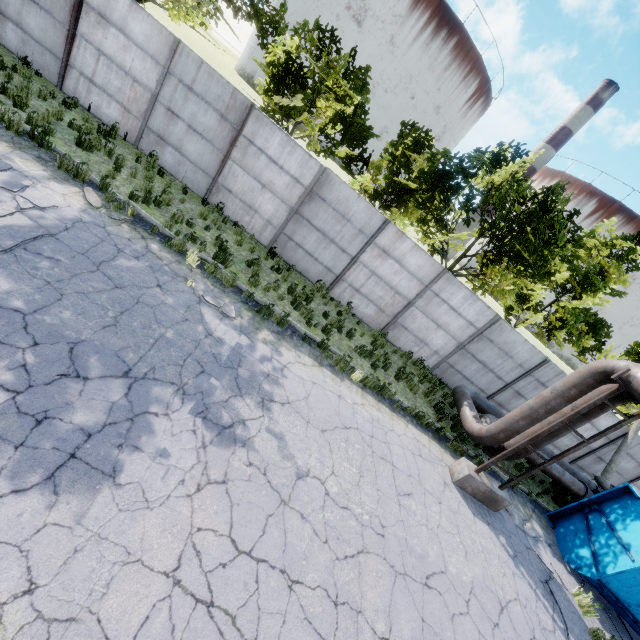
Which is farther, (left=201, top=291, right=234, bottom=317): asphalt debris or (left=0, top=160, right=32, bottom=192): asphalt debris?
(left=201, top=291, right=234, bottom=317): asphalt debris

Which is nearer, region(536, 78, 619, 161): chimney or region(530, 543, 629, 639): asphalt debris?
region(530, 543, 629, 639): asphalt debris

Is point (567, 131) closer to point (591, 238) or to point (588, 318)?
point (591, 238)

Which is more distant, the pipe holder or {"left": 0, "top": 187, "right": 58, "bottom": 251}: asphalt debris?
the pipe holder

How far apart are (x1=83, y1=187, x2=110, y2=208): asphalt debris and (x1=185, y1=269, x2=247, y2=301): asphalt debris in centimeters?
197cm

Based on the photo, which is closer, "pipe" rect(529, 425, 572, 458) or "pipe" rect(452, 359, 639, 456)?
"pipe" rect(452, 359, 639, 456)

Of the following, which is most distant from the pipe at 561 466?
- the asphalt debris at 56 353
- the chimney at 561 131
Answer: the chimney at 561 131

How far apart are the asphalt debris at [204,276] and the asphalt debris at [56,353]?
3.2 meters
